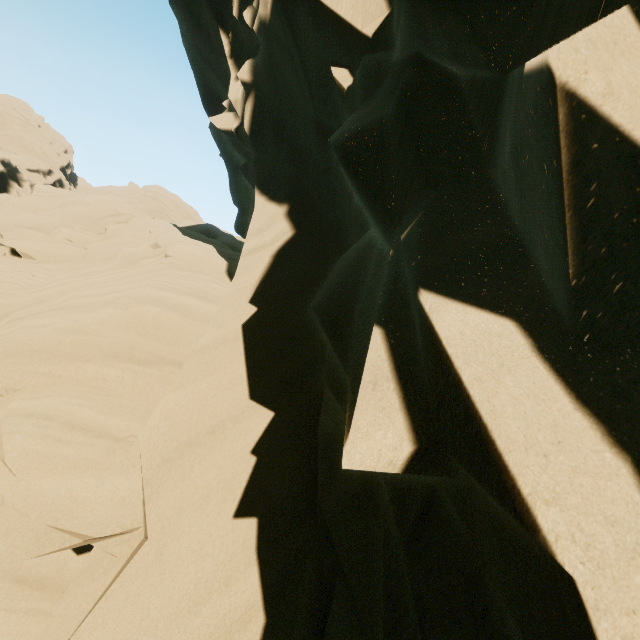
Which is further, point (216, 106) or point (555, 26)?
point (216, 106)
